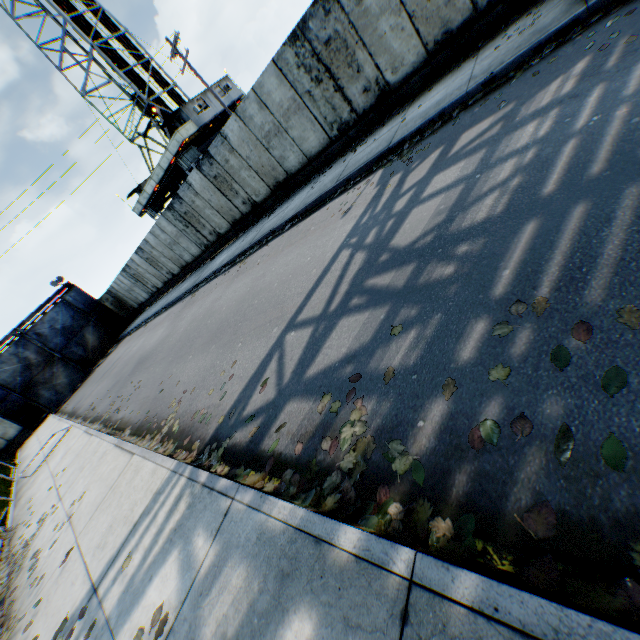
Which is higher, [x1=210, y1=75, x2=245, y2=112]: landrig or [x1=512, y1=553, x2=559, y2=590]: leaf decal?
[x1=210, y1=75, x2=245, y2=112]: landrig

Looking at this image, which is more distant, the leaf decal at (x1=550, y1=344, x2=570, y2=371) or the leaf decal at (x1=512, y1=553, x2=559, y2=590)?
the leaf decal at (x1=550, y1=344, x2=570, y2=371)

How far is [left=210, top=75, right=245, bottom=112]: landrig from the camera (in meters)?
26.91

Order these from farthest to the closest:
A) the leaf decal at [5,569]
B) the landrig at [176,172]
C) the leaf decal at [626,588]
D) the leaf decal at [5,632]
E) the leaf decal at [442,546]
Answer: the landrig at [176,172]
the leaf decal at [5,569]
the leaf decal at [5,632]
the leaf decal at [442,546]
the leaf decal at [626,588]

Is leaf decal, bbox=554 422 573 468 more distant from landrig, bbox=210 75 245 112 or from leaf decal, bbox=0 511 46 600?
landrig, bbox=210 75 245 112

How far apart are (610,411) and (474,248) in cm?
203

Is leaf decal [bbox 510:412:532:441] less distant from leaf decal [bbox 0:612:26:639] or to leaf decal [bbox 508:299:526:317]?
leaf decal [bbox 508:299:526:317]

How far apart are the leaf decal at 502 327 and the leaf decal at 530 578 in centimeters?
115cm
